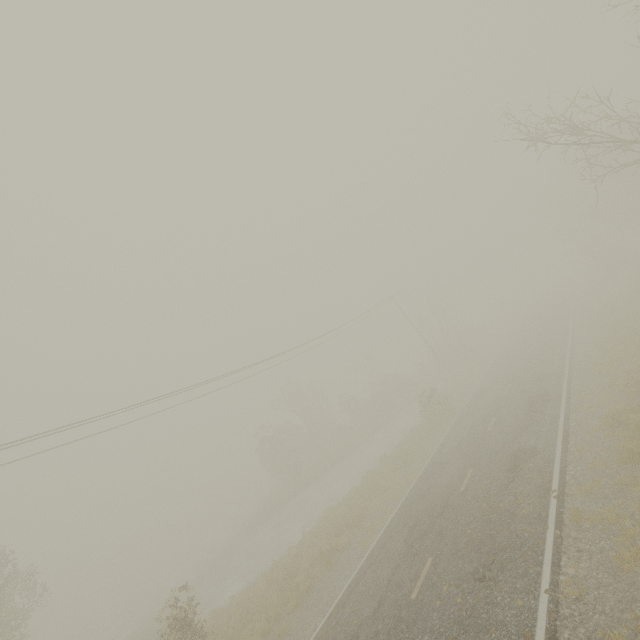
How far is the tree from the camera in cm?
3381

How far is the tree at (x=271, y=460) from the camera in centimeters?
3381cm

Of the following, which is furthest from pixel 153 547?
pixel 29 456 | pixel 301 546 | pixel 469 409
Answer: pixel 469 409
